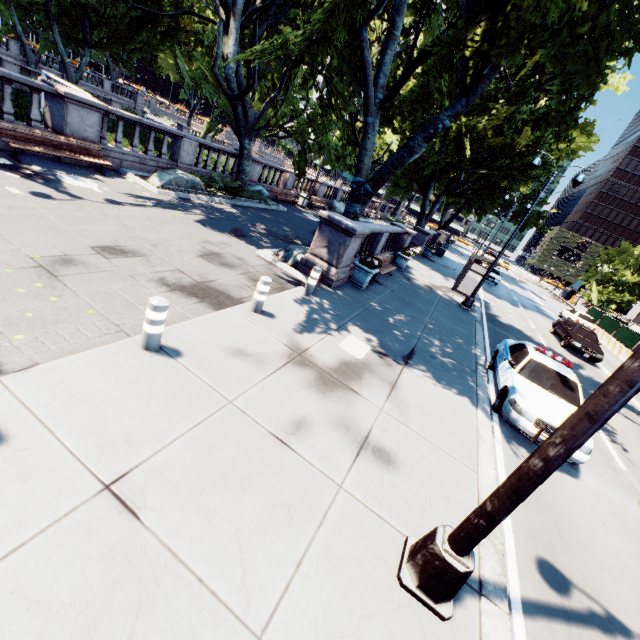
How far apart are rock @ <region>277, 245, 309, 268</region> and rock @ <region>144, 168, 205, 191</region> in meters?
5.7

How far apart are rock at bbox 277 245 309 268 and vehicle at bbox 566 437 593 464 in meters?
6.7

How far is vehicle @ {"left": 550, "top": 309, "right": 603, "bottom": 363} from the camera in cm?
1772

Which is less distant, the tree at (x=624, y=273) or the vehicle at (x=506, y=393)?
the vehicle at (x=506, y=393)

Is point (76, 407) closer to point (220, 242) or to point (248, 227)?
point (220, 242)

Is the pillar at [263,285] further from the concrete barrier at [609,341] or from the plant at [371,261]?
the concrete barrier at [609,341]

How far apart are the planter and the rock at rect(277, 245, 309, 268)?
1.23m

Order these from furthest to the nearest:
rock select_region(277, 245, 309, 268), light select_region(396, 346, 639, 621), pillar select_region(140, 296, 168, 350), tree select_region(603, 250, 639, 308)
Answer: tree select_region(603, 250, 639, 308) < rock select_region(277, 245, 309, 268) < pillar select_region(140, 296, 168, 350) < light select_region(396, 346, 639, 621)
